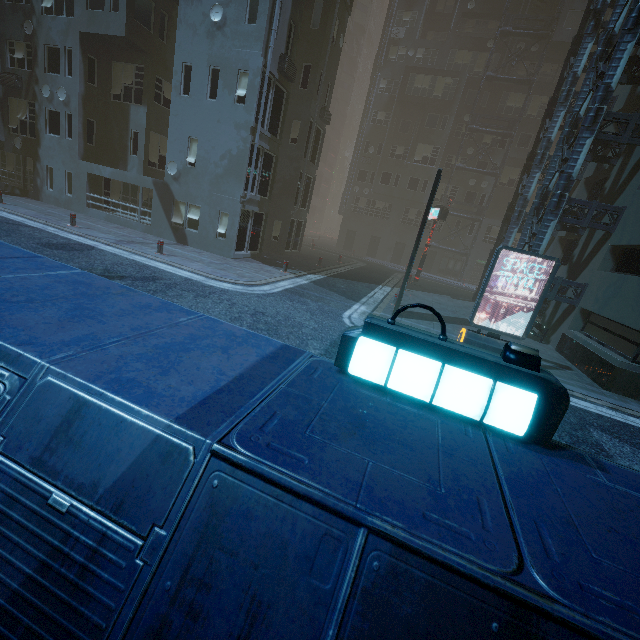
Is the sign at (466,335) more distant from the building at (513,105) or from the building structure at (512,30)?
the building structure at (512,30)

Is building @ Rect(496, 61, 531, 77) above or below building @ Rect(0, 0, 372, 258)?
above

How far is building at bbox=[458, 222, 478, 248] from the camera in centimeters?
3428cm

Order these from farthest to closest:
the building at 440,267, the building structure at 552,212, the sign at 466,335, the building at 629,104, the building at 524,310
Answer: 1. the building at 440,267
2. the building at 524,310
3. the building at 629,104
4. the building structure at 552,212
5. the sign at 466,335

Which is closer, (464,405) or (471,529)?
(471,529)

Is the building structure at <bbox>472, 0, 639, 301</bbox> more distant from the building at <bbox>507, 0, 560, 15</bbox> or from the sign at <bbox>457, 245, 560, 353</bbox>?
the sign at <bbox>457, 245, 560, 353</bbox>

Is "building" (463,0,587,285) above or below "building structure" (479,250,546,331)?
above

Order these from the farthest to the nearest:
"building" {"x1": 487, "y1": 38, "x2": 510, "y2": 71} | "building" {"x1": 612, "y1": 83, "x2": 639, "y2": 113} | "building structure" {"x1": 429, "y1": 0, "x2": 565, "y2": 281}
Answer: "building" {"x1": 487, "y1": 38, "x2": 510, "y2": 71} < "building structure" {"x1": 429, "y1": 0, "x2": 565, "y2": 281} < "building" {"x1": 612, "y1": 83, "x2": 639, "y2": 113}
